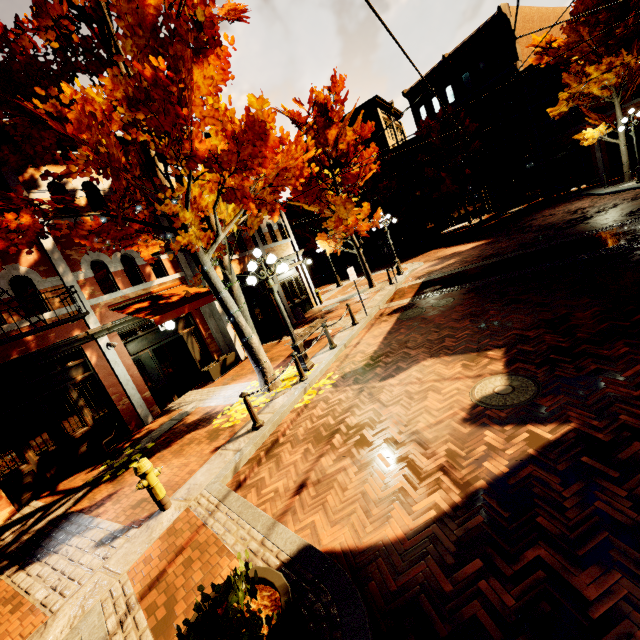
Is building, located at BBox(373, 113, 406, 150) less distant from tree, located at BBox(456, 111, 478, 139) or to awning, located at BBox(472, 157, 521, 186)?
awning, located at BBox(472, 157, 521, 186)

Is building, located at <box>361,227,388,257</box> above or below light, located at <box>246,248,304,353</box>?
below

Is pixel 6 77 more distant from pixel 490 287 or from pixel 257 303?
pixel 490 287

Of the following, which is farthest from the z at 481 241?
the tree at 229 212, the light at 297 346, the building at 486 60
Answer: the light at 297 346

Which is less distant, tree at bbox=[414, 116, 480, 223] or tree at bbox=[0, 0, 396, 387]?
tree at bbox=[0, 0, 396, 387]

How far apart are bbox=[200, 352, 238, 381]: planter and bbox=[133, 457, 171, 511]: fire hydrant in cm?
649

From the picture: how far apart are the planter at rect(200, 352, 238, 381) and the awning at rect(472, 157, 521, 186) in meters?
24.9

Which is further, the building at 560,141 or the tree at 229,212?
the building at 560,141
